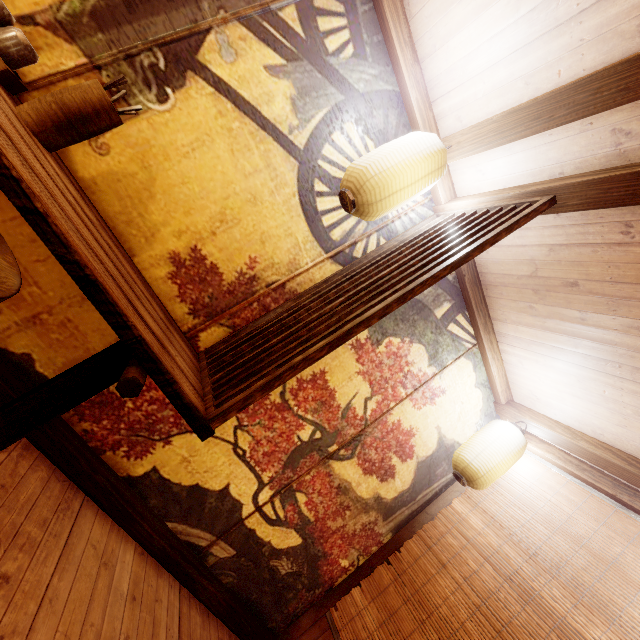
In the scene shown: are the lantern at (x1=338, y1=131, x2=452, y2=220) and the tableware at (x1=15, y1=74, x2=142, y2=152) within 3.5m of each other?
yes

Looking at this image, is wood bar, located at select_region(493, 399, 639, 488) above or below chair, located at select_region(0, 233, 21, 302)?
above

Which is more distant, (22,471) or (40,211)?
(22,471)

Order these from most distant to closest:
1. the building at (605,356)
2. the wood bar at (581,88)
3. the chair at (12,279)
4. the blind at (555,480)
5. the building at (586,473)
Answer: the building at (586,473) → the blind at (555,480) → the building at (605,356) → the wood bar at (581,88) → the chair at (12,279)

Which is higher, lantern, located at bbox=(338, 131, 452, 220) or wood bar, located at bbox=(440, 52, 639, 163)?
wood bar, located at bbox=(440, 52, 639, 163)

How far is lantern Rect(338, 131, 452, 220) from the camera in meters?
3.0 m

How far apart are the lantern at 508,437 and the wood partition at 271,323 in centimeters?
319cm

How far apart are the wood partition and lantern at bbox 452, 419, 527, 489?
3.19m
